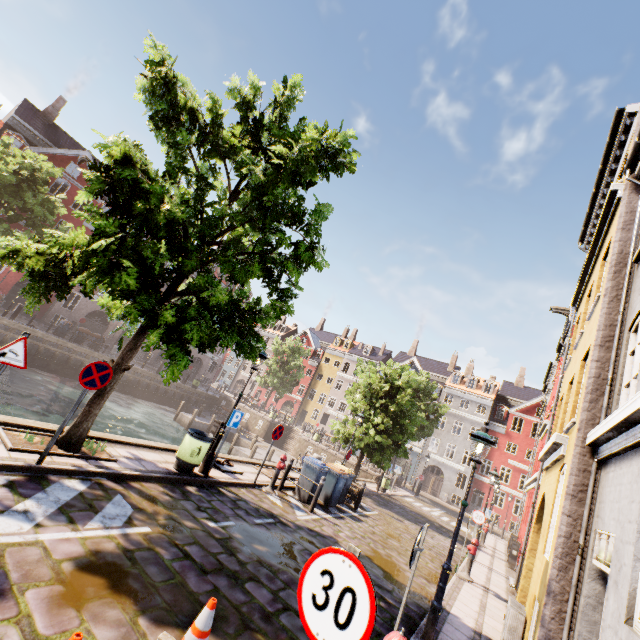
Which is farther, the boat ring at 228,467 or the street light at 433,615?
the boat ring at 228,467

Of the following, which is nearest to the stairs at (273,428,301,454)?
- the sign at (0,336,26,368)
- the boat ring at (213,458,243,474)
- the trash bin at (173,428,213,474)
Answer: the boat ring at (213,458,243,474)

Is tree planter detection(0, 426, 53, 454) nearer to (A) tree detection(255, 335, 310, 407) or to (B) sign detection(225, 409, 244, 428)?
(A) tree detection(255, 335, 310, 407)

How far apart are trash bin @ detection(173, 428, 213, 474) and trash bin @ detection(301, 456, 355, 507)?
5.4m

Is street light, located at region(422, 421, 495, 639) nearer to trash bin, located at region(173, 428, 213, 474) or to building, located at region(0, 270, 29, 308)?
trash bin, located at region(173, 428, 213, 474)

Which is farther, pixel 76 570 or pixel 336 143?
pixel 336 143

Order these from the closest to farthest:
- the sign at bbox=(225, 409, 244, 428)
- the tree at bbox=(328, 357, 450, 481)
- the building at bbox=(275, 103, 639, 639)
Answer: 1. the building at bbox=(275, 103, 639, 639)
2. the sign at bbox=(225, 409, 244, 428)
3. the tree at bbox=(328, 357, 450, 481)

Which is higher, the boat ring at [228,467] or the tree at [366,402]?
the tree at [366,402]
